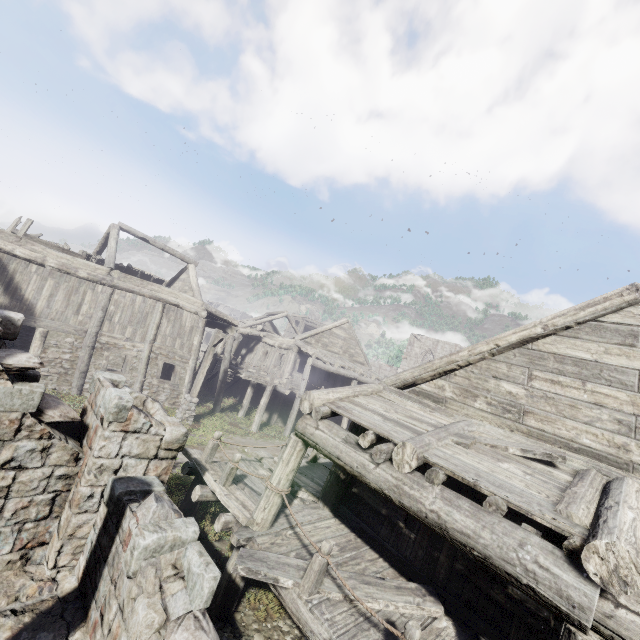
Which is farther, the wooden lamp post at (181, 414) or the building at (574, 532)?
the wooden lamp post at (181, 414)

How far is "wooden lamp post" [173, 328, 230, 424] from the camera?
15.53m

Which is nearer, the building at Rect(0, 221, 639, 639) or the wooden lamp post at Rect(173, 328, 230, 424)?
the building at Rect(0, 221, 639, 639)

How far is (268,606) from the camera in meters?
6.3

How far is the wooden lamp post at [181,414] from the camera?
15.53m
